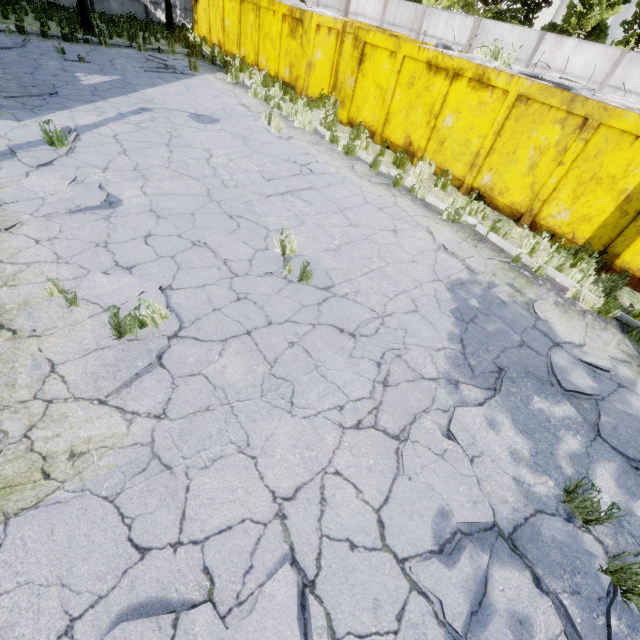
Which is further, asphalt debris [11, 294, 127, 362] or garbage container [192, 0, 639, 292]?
garbage container [192, 0, 639, 292]

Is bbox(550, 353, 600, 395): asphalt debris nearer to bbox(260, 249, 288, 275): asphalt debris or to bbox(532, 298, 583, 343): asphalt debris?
bbox(532, 298, 583, 343): asphalt debris

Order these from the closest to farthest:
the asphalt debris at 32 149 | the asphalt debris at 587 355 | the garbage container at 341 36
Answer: the asphalt debris at 587 355, the asphalt debris at 32 149, the garbage container at 341 36

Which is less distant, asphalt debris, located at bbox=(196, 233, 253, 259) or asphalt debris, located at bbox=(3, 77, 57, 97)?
asphalt debris, located at bbox=(196, 233, 253, 259)

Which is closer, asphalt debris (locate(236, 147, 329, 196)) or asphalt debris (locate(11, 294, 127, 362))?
asphalt debris (locate(11, 294, 127, 362))

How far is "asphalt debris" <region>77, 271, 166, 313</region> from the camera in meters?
3.9

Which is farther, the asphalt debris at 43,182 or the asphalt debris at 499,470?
the asphalt debris at 43,182

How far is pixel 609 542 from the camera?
3.0m
